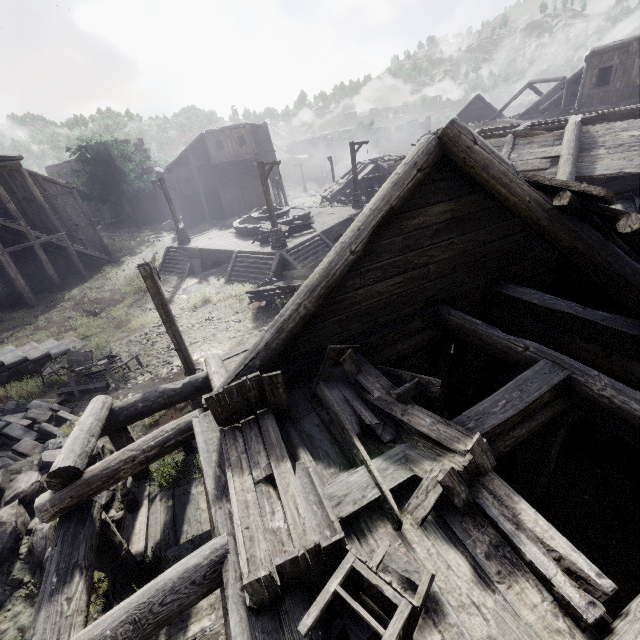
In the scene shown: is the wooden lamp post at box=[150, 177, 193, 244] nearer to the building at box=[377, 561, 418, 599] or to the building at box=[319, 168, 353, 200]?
the building at box=[377, 561, 418, 599]

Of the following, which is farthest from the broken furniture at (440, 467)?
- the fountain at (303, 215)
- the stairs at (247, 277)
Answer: the fountain at (303, 215)

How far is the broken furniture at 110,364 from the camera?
11.79m

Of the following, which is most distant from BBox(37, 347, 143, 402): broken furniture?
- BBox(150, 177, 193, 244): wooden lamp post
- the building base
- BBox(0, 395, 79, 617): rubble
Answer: BBox(150, 177, 193, 244): wooden lamp post

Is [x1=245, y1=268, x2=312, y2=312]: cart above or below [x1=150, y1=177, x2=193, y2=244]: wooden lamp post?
below

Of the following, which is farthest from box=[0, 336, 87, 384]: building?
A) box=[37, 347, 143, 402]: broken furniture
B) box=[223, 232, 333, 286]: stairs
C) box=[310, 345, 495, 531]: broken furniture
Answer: box=[223, 232, 333, 286]: stairs

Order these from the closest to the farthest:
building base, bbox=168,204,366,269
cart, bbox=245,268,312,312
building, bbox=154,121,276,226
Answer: cart, bbox=245,268,312,312 < building base, bbox=168,204,366,269 < building, bbox=154,121,276,226

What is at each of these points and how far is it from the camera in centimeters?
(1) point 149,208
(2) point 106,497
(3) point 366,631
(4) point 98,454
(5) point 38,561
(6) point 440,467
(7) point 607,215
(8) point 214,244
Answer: (1) building, 4703cm
(2) rubble, 758cm
(3) building, 255cm
(4) rubble, 909cm
(5) rubble, 639cm
(6) broken furniture, 332cm
(7) wooden plank rubble, 434cm
(8) building base, 2323cm
